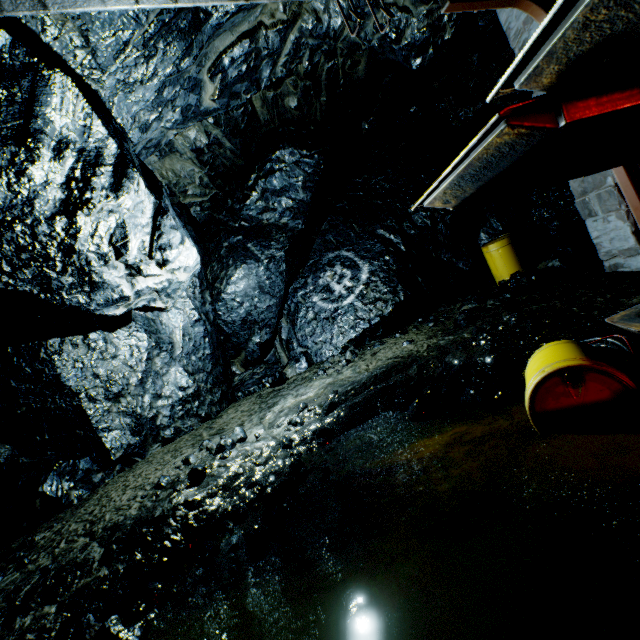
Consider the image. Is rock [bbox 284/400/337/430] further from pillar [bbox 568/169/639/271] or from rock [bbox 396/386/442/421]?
rock [bbox 396/386/442/421]

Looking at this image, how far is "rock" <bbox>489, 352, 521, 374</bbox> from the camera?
4.2 meters

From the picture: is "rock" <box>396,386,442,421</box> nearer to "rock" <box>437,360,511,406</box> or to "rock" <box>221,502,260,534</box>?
"rock" <box>437,360,511,406</box>

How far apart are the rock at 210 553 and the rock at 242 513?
0.2 meters

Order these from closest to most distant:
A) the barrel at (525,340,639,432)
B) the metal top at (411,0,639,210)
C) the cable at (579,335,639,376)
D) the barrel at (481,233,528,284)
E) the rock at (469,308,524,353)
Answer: the metal top at (411,0,639,210) < the barrel at (525,340,639,432) < the cable at (579,335,639,376) < the rock at (469,308,524,353) < the barrel at (481,233,528,284)

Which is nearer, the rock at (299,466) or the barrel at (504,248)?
the rock at (299,466)

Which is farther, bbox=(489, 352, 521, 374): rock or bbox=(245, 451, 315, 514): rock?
bbox=(489, 352, 521, 374): rock

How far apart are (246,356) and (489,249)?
7.32m
